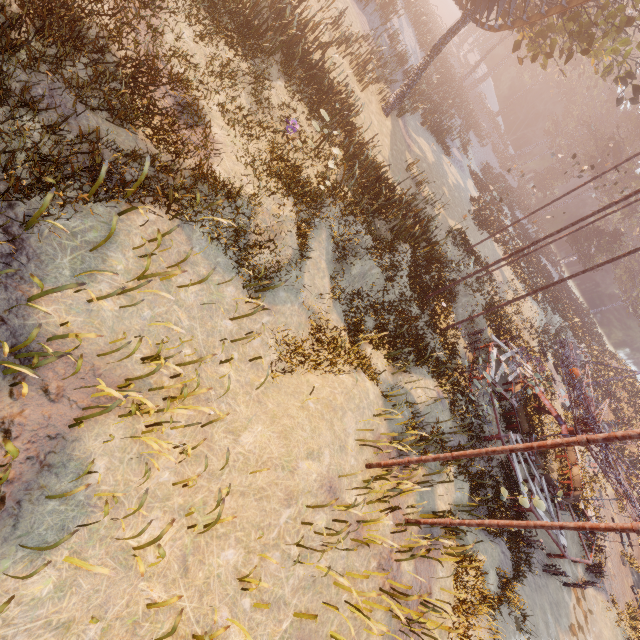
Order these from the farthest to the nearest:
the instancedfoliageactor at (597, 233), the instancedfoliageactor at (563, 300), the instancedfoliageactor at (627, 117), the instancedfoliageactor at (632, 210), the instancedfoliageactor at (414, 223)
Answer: the instancedfoliageactor at (632, 210)
the instancedfoliageactor at (627, 117)
the instancedfoliageactor at (563, 300)
the instancedfoliageactor at (597, 233)
the instancedfoliageactor at (414, 223)

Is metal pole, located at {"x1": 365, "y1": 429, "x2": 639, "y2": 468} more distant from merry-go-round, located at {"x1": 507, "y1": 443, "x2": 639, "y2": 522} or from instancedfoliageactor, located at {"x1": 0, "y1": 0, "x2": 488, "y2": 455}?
instancedfoliageactor, located at {"x1": 0, "y1": 0, "x2": 488, "y2": 455}

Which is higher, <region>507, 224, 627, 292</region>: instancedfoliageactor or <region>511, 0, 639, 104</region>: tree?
<region>511, 0, 639, 104</region>: tree

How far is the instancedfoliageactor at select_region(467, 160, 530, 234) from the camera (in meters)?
29.89

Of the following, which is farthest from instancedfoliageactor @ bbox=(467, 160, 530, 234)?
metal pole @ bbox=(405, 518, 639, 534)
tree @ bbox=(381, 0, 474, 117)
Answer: metal pole @ bbox=(405, 518, 639, 534)

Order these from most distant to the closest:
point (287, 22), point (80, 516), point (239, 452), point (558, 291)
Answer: point (558, 291) → point (287, 22) → point (239, 452) → point (80, 516)

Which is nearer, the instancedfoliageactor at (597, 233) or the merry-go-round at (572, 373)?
the merry-go-round at (572, 373)

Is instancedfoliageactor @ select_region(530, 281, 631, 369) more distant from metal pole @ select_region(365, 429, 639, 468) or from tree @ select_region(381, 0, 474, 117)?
metal pole @ select_region(365, 429, 639, 468)
